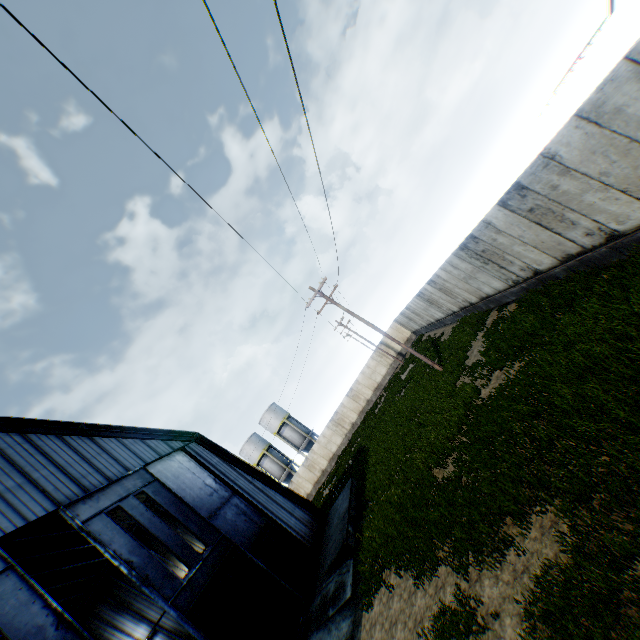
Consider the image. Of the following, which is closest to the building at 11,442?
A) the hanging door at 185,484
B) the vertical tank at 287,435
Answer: the hanging door at 185,484

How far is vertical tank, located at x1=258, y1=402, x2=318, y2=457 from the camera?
49.25m

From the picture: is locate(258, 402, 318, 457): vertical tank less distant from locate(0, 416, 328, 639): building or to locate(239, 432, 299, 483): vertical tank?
locate(239, 432, 299, 483): vertical tank

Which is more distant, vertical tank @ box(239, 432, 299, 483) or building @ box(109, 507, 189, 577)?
vertical tank @ box(239, 432, 299, 483)

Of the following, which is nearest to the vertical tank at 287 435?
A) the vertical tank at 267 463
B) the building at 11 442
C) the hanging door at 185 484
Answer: the vertical tank at 267 463

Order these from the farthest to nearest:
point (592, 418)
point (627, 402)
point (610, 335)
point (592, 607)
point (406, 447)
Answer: point (406, 447)
point (610, 335)
point (592, 418)
point (627, 402)
point (592, 607)

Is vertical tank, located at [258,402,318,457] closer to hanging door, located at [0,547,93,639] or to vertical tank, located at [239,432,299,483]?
vertical tank, located at [239,432,299,483]

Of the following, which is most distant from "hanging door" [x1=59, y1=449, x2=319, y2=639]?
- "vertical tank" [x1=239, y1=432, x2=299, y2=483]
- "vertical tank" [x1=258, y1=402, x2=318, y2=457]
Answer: "vertical tank" [x1=239, y1=432, x2=299, y2=483]
